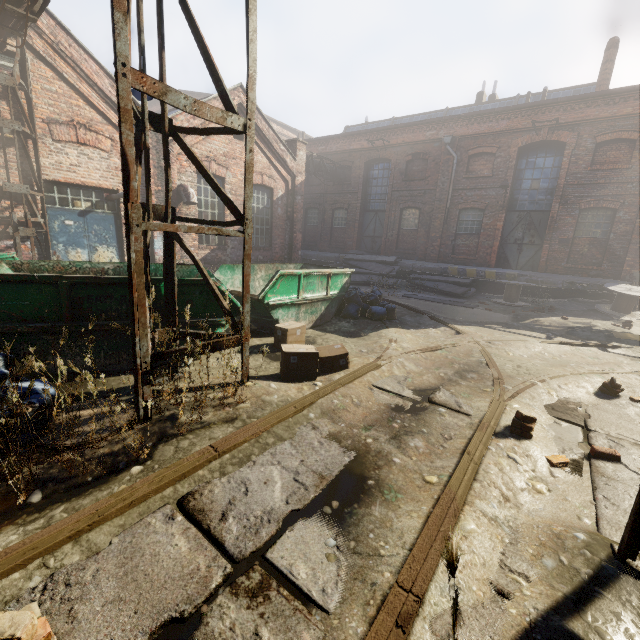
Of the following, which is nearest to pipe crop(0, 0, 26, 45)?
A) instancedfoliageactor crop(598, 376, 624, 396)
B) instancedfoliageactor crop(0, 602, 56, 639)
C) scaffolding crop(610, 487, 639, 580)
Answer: scaffolding crop(610, 487, 639, 580)

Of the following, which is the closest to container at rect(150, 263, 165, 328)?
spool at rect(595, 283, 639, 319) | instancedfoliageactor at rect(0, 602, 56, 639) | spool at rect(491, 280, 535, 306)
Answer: instancedfoliageactor at rect(0, 602, 56, 639)

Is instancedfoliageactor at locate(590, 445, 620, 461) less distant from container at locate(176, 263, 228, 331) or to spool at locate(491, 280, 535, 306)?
container at locate(176, 263, 228, 331)

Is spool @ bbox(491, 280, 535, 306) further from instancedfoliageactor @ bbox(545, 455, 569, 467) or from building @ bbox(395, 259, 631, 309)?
instancedfoliageactor @ bbox(545, 455, 569, 467)

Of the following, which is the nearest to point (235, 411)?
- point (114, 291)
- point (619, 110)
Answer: point (114, 291)

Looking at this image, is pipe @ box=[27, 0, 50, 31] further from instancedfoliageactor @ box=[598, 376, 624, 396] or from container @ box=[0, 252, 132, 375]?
instancedfoliageactor @ box=[598, 376, 624, 396]

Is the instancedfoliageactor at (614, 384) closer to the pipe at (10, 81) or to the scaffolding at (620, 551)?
the scaffolding at (620, 551)

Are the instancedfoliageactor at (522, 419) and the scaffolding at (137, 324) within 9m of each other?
yes
